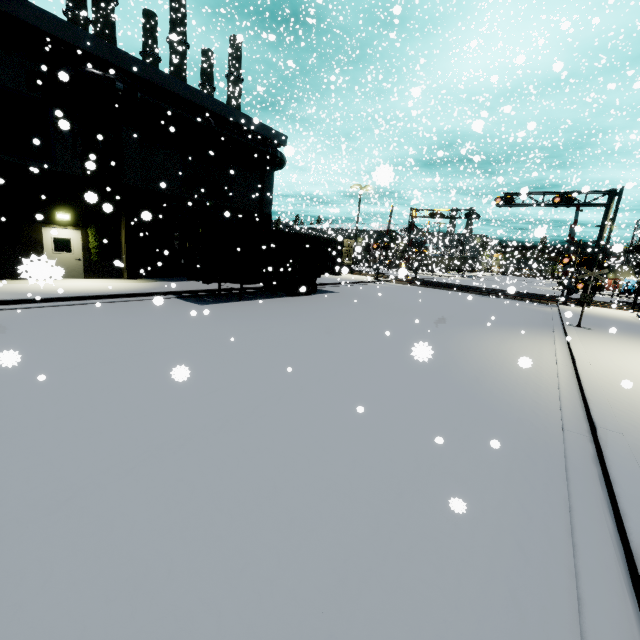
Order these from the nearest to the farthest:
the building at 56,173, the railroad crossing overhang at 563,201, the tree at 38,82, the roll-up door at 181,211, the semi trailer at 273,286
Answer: the building at 56,173
the tree at 38,82
the semi trailer at 273,286
the roll-up door at 181,211
the railroad crossing overhang at 563,201

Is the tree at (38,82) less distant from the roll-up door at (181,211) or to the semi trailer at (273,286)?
the roll-up door at (181,211)

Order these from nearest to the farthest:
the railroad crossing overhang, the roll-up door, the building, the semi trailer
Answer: the building < the semi trailer < the roll-up door < the railroad crossing overhang

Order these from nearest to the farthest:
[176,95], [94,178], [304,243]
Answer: [94,178] → [176,95] → [304,243]

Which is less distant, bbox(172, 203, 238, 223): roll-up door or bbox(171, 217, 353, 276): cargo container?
bbox(171, 217, 353, 276): cargo container

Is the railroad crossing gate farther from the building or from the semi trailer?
the semi trailer

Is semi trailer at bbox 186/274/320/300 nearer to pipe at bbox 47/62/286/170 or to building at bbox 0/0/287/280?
building at bbox 0/0/287/280

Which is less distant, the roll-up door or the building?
the building
